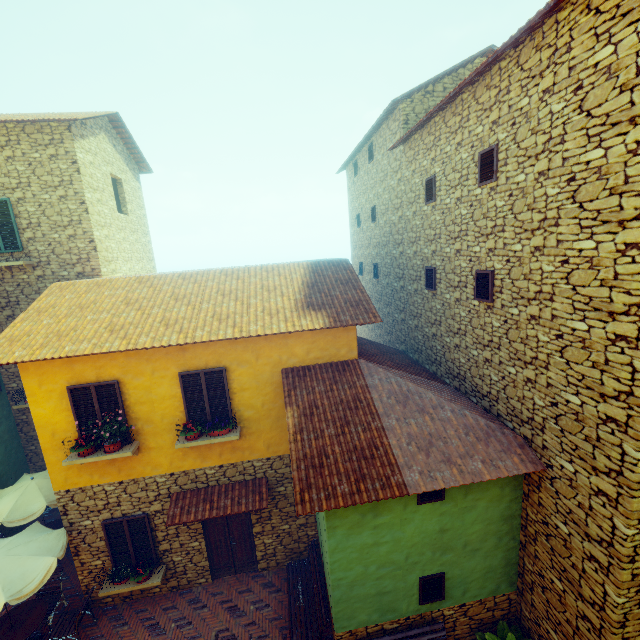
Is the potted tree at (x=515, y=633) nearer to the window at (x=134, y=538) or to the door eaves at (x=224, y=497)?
the door eaves at (x=224, y=497)

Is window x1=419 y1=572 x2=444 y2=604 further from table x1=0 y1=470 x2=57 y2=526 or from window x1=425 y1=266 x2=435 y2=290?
table x1=0 y1=470 x2=57 y2=526

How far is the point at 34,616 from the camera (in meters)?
7.77

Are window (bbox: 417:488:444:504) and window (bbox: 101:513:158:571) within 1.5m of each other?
no

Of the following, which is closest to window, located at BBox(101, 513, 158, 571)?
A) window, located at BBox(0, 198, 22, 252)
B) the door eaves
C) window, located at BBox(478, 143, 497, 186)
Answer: the door eaves

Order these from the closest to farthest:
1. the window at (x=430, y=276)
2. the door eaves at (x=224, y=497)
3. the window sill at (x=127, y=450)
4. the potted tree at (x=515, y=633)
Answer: the potted tree at (x=515, y=633) → the window sill at (x=127, y=450) → the door eaves at (x=224, y=497) → the window at (x=430, y=276)

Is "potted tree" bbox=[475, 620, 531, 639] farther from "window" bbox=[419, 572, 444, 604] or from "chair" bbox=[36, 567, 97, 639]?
"chair" bbox=[36, 567, 97, 639]

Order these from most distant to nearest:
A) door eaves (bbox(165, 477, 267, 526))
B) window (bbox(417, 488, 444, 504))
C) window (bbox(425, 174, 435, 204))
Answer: window (bbox(425, 174, 435, 204))
door eaves (bbox(165, 477, 267, 526))
window (bbox(417, 488, 444, 504))
